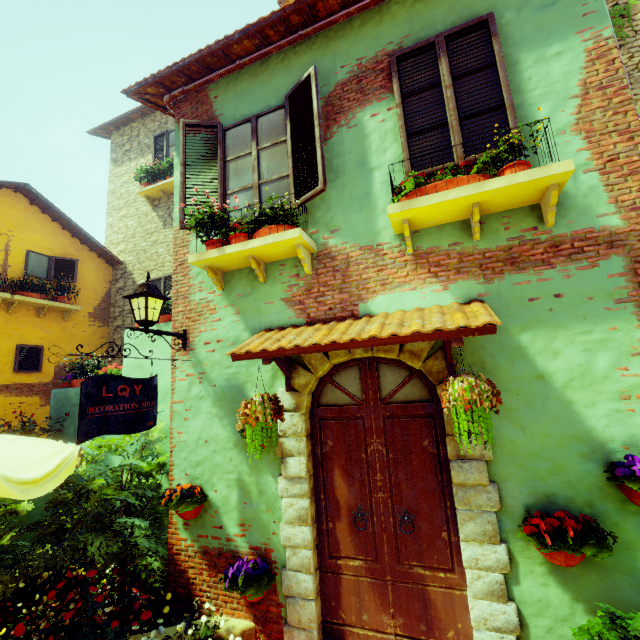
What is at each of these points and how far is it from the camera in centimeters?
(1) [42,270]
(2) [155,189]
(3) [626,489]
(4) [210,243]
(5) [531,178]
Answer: (1) window, 859cm
(2) window sill, 984cm
(3) flower pot, 249cm
(4) flower pot, 399cm
(5) window sill, 270cm

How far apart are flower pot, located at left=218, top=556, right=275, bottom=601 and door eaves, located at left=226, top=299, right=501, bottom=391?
1.8 meters

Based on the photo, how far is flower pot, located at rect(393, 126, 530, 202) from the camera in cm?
288

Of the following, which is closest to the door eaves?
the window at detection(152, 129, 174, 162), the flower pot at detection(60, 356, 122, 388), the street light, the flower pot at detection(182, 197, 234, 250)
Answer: the street light

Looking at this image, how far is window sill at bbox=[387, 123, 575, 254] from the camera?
2.71m

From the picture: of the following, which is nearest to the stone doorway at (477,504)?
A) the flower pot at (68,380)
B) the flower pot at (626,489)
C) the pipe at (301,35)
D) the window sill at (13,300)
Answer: the flower pot at (626,489)

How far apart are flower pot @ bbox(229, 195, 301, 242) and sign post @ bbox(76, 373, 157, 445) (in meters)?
1.36

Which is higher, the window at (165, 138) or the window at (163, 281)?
the window at (165, 138)
